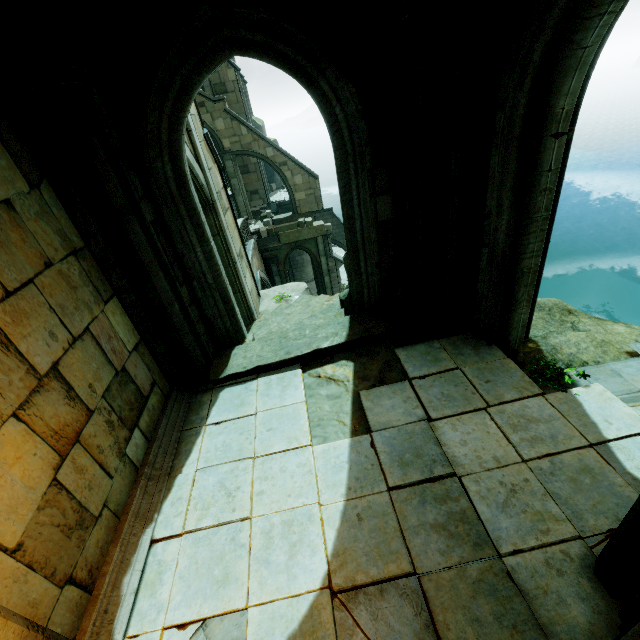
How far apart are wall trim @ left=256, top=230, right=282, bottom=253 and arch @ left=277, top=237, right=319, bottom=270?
0.0m

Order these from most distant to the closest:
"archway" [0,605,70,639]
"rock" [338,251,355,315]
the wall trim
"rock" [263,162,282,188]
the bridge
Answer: "rock" [263,162,282,188], the wall trim, the bridge, "rock" [338,251,355,315], "archway" [0,605,70,639]

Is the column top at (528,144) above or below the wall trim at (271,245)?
above

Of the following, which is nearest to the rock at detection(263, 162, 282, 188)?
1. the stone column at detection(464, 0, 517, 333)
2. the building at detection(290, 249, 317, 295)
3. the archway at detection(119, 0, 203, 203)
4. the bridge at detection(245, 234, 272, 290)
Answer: the building at detection(290, 249, 317, 295)

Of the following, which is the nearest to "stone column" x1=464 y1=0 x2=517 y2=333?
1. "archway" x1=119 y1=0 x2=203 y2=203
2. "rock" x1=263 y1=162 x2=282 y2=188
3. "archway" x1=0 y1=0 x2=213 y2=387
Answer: "archway" x1=0 y1=0 x2=213 y2=387

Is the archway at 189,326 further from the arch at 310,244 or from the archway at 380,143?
the arch at 310,244

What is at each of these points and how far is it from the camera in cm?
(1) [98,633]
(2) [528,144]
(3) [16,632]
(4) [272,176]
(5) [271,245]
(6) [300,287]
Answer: (1) trim, 288
(2) column top, 371
(3) archway, 183
(4) rock, 3212
(5) wall trim, 2086
(6) rock, 1290

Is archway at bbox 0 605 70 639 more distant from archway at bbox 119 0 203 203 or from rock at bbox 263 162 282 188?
rock at bbox 263 162 282 188
